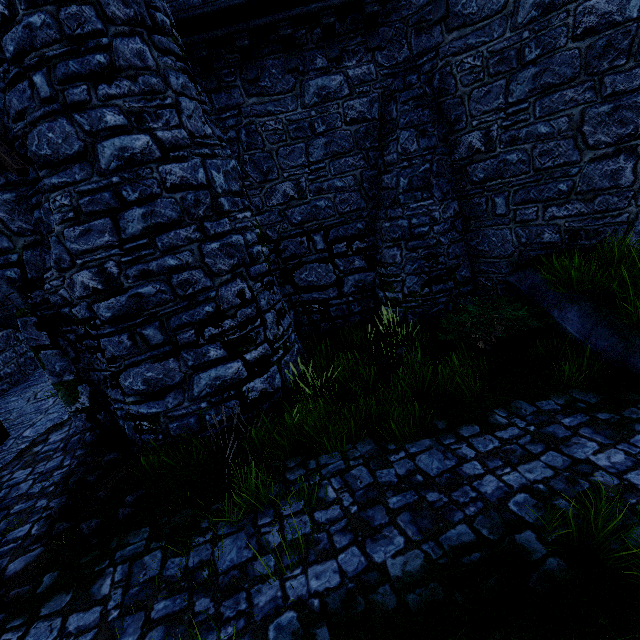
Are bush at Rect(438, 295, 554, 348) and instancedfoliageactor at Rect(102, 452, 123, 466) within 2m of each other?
no

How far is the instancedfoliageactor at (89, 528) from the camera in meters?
4.4 m

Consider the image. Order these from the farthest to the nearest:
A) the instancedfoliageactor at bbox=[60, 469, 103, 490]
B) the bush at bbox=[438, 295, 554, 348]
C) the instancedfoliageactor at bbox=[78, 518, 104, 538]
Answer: the bush at bbox=[438, 295, 554, 348] → the instancedfoliageactor at bbox=[60, 469, 103, 490] → the instancedfoliageactor at bbox=[78, 518, 104, 538]

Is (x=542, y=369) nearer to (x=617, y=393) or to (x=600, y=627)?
(x=617, y=393)

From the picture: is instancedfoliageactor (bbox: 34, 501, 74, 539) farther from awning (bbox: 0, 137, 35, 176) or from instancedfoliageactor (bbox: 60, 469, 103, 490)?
awning (bbox: 0, 137, 35, 176)

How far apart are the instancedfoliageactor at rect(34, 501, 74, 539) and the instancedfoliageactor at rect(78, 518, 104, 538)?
0.2m

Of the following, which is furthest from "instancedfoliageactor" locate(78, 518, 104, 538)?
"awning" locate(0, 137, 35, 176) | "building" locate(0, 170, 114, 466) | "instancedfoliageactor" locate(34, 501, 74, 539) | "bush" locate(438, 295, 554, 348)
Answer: "bush" locate(438, 295, 554, 348)

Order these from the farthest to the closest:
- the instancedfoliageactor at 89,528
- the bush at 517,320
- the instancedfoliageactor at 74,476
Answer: the bush at 517,320 → the instancedfoliageactor at 74,476 → the instancedfoliageactor at 89,528
